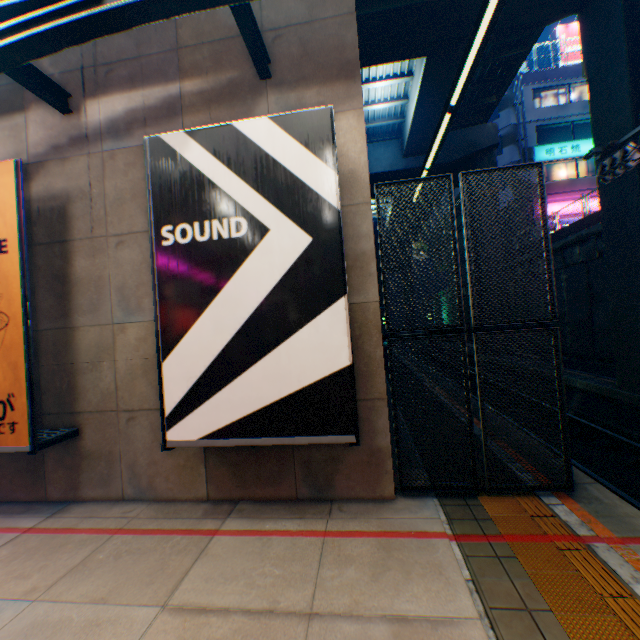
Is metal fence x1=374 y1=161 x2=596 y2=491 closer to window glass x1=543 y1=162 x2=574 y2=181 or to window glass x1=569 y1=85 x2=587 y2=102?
window glass x1=543 y1=162 x2=574 y2=181

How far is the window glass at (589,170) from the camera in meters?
25.5

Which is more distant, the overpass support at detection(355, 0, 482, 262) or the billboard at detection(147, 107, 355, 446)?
the overpass support at detection(355, 0, 482, 262)

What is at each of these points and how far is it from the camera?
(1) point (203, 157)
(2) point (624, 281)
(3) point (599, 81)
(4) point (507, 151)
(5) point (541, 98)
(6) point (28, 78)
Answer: (1) billboard, 4.4 meters
(2) overpass support, 9.7 meters
(3) overpass support, 10.0 meters
(4) building, 26.0 meters
(5) window glass, 26.1 meters
(6) canopy, 5.0 meters

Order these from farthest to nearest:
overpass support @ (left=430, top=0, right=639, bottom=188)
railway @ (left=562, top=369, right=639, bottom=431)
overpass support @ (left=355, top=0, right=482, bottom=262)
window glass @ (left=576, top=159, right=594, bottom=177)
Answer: window glass @ (left=576, top=159, right=594, bottom=177), overpass support @ (left=355, top=0, right=482, bottom=262), railway @ (left=562, top=369, right=639, bottom=431), overpass support @ (left=430, top=0, right=639, bottom=188)

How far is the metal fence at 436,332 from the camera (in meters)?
4.68

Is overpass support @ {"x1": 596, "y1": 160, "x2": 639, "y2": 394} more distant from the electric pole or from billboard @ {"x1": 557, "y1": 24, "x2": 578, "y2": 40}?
billboard @ {"x1": 557, "y1": 24, "x2": 578, "y2": 40}

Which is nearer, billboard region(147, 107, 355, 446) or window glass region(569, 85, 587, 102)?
billboard region(147, 107, 355, 446)
